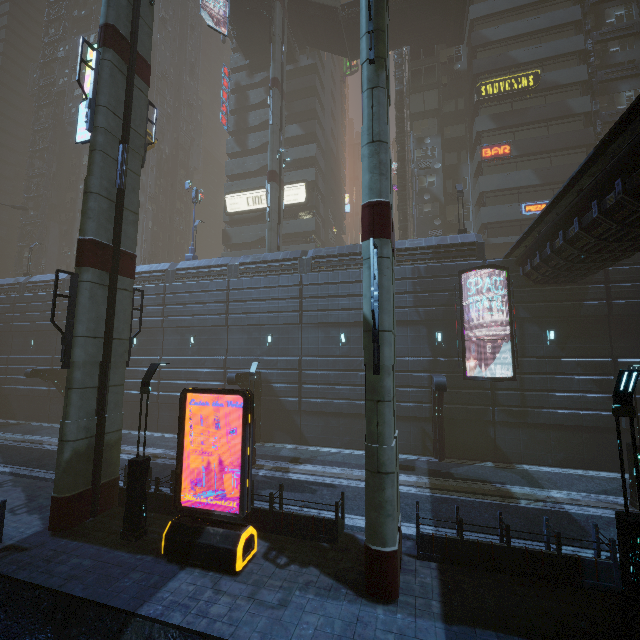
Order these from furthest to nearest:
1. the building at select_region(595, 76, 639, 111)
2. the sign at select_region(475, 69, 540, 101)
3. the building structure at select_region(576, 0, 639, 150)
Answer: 1. the building at select_region(595, 76, 639, 111)
2. the sign at select_region(475, 69, 540, 101)
3. the building structure at select_region(576, 0, 639, 150)

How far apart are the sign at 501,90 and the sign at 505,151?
4.3 meters

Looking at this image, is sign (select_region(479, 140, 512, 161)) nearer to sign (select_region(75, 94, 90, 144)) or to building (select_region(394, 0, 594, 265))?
building (select_region(394, 0, 594, 265))

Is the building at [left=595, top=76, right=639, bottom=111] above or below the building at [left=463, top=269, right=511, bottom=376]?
above

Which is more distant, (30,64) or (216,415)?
(30,64)

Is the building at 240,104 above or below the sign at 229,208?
above

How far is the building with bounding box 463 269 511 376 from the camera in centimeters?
1895cm

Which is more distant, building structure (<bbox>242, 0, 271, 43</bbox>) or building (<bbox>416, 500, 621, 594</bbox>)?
building structure (<bbox>242, 0, 271, 43</bbox>)
